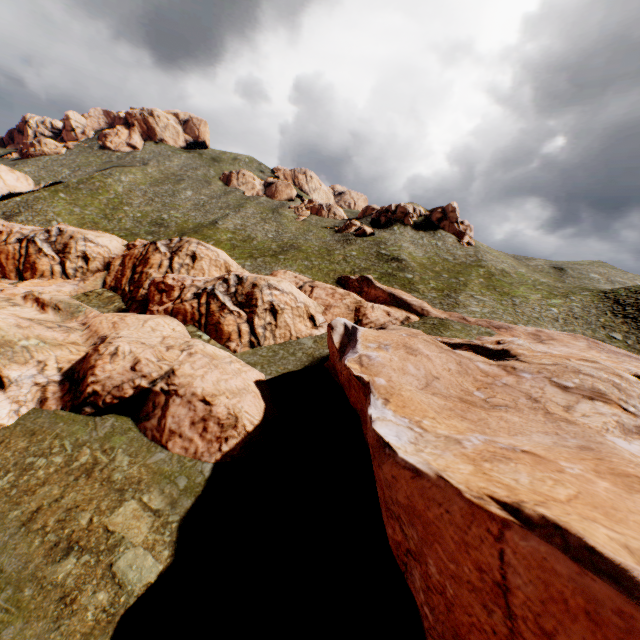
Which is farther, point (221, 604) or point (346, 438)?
point (346, 438)
